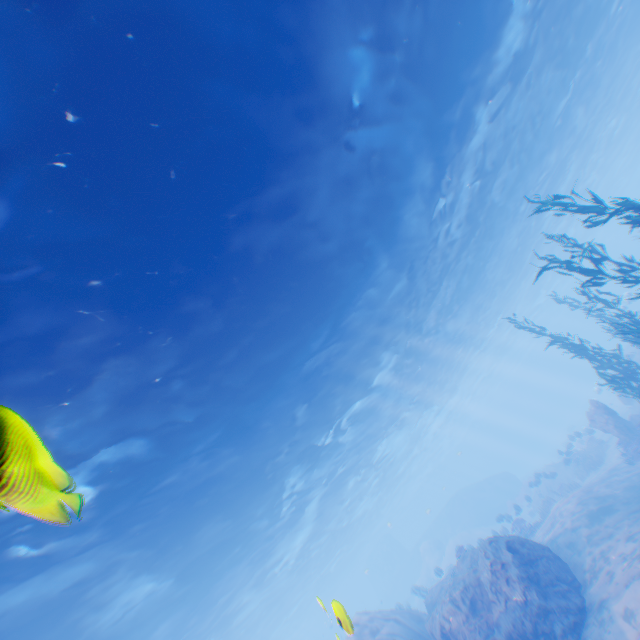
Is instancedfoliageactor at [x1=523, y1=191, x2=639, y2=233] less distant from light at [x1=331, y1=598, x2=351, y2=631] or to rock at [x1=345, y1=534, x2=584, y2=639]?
light at [x1=331, y1=598, x2=351, y2=631]

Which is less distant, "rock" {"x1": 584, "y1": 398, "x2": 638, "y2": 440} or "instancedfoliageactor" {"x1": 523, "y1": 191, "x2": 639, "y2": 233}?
"instancedfoliageactor" {"x1": 523, "y1": 191, "x2": 639, "y2": 233}

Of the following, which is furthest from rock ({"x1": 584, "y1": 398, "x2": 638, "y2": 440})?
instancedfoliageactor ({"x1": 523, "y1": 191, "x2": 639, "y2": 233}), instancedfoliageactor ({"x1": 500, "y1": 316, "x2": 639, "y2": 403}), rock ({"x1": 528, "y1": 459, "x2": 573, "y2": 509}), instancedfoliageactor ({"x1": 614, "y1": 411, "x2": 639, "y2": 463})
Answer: instancedfoliageactor ({"x1": 523, "y1": 191, "x2": 639, "y2": 233})

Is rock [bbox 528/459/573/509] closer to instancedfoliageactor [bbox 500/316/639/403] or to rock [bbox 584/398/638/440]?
rock [bbox 584/398/638/440]

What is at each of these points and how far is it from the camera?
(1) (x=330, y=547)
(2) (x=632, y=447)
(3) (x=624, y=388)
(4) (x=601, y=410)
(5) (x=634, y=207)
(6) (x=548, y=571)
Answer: (1) light, 38.5 meters
(2) instancedfoliageactor, 16.7 meters
(3) instancedfoliageactor, 22.8 meters
(4) rock, 18.8 meters
(5) instancedfoliageactor, 8.0 meters
(6) rock, 10.8 meters

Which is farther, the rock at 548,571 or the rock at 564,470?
the rock at 564,470

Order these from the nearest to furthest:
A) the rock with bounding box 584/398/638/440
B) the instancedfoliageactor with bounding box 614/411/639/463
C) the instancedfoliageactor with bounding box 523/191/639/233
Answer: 1. the instancedfoliageactor with bounding box 523/191/639/233
2. the instancedfoliageactor with bounding box 614/411/639/463
3. the rock with bounding box 584/398/638/440

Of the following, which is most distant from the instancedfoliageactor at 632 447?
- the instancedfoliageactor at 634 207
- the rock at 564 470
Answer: the instancedfoliageactor at 634 207
